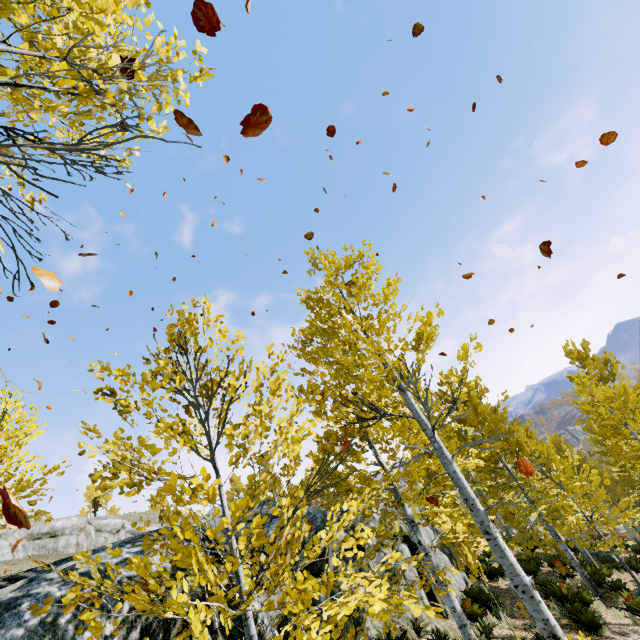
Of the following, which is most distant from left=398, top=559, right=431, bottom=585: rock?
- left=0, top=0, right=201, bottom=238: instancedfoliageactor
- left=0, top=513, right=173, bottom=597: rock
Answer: left=0, top=513, right=173, bottom=597: rock

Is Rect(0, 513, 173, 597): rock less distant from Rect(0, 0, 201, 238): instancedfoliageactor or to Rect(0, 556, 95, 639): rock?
Rect(0, 0, 201, 238): instancedfoliageactor

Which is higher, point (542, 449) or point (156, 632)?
point (156, 632)

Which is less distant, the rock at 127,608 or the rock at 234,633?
the rock at 127,608

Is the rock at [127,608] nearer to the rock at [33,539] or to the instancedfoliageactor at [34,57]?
the instancedfoliageactor at [34,57]

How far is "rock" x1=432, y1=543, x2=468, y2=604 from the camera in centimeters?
1071cm
